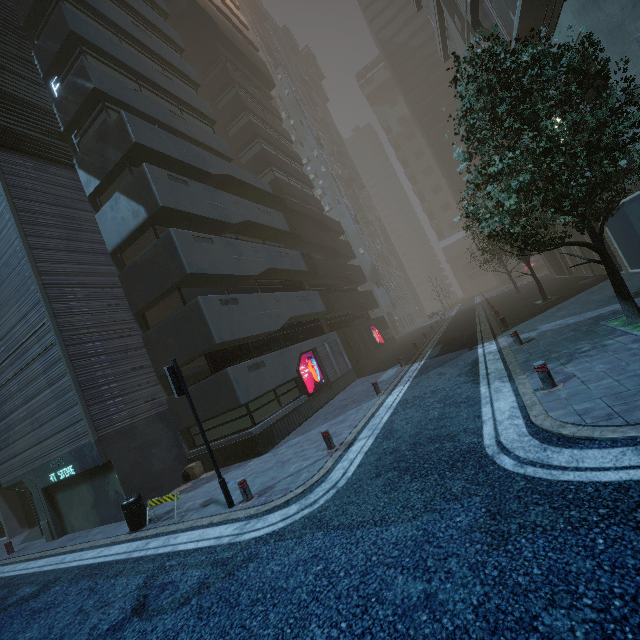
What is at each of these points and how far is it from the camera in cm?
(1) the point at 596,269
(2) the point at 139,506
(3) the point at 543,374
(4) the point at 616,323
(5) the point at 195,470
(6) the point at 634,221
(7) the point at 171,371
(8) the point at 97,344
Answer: (1) building, 1967
(2) garbage can, 962
(3) bollard, 655
(4) tree planter, 881
(5) cardboard box, 1287
(6) building, 1341
(7) traffic light, 827
(8) building, 1249

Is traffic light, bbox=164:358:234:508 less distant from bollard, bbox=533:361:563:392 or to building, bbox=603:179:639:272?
building, bbox=603:179:639:272

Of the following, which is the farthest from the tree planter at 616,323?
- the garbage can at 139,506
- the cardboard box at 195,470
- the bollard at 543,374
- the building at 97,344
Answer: the cardboard box at 195,470

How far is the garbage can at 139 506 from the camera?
9.45m

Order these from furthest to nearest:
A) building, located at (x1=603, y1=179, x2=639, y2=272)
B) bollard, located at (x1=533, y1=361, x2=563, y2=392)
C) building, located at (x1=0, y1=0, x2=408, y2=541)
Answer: building, located at (x1=603, y1=179, x2=639, y2=272) < building, located at (x1=0, y1=0, x2=408, y2=541) < bollard, located at (x1=533, y1=361, x2=563, y2=392)

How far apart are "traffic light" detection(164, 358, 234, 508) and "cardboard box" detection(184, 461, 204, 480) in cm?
574

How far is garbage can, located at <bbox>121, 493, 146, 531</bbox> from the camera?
9.4 meters

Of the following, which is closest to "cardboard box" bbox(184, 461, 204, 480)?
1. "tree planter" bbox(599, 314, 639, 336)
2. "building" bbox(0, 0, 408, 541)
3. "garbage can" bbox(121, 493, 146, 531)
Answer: "building" bbox(0, 0, 408, 541)
